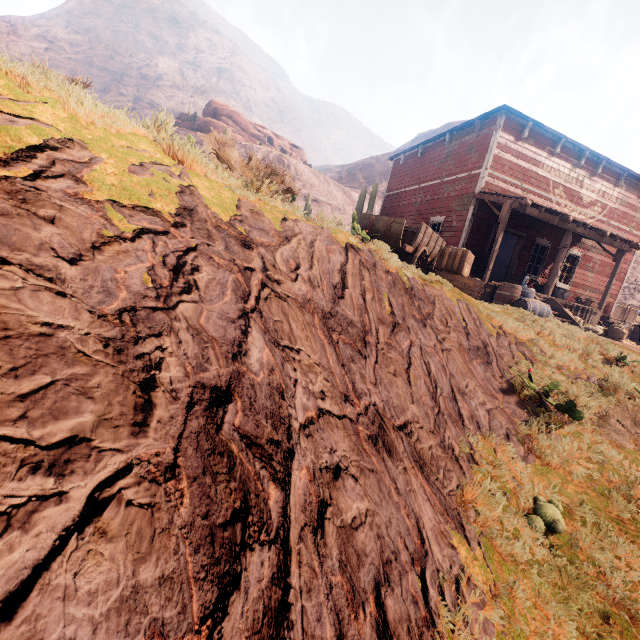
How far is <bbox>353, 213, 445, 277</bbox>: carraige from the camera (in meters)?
5.20

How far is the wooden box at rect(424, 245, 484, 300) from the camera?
7.34m

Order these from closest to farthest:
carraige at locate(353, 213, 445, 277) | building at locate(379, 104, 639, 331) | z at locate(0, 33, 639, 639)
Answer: z at locate(0, 33, 639, 639) → carraige at locate(353, 213, 445, 277) → building at locate(379, 104, 639, 331)

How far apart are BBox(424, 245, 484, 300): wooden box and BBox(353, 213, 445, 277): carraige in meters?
0.0

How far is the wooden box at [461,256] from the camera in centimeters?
734cm

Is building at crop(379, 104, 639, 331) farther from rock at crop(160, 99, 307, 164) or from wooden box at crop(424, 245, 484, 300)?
wooden box at crop(424, 245, 484, 300)

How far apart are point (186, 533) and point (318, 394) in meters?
1.4 m

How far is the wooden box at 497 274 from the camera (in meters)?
20.60
